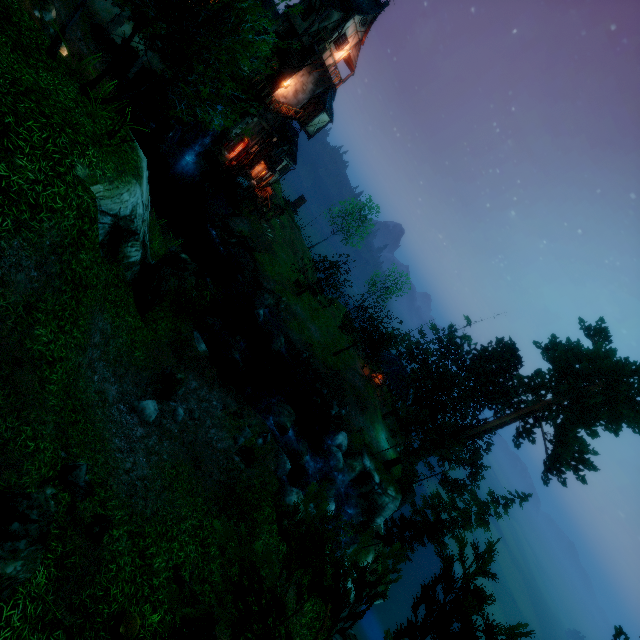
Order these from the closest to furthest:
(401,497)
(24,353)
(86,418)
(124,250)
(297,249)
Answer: (24,353), (86,418), (124,250), (401,497), (297,249)

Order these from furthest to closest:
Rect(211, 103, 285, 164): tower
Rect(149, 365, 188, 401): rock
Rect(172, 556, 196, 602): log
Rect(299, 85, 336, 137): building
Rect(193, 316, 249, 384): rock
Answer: Rect(299, 85, 336, 137): building < Rect(211, 103, 285, 164): tower < Rect(193, 316, 249, 384): rock < Rect(149, 365, 188, 401): rock < Rect(172, 556, 196, 602): log

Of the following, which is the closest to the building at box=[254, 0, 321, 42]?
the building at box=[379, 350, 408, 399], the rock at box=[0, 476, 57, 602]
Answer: the building at box=[379, 350, 408, 399]

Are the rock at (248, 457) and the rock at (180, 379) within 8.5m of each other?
yes

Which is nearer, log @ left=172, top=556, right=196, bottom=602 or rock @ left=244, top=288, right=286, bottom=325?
log @ left=172, top=556, right=196, bottom=602

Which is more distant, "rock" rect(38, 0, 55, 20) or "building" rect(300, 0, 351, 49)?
"building" rect(300, 0, 351, 49)

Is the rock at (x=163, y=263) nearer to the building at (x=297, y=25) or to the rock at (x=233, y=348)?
the rock at (x=233, y=348)

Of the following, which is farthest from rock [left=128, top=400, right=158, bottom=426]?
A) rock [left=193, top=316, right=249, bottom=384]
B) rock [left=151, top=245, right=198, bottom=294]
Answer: rock [left=193, top=316, right=249, bottom=384]
